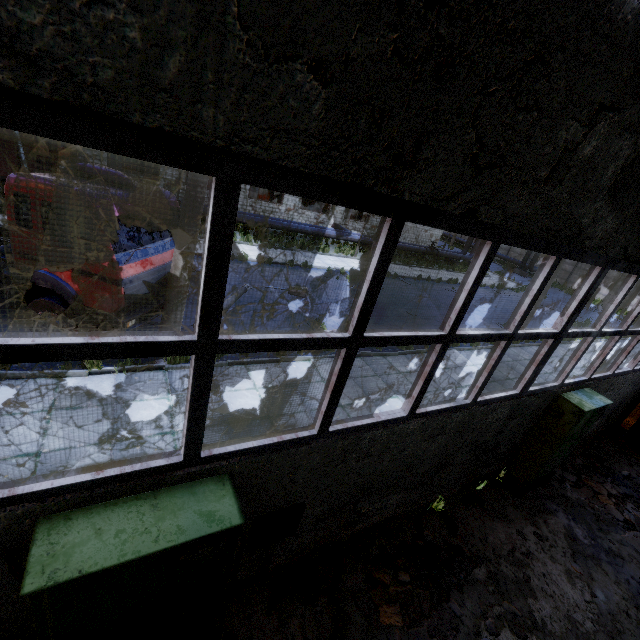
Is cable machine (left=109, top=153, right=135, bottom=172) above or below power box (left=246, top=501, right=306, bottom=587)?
above

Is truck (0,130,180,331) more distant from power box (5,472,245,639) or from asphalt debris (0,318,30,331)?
power box (5,472,245,639)

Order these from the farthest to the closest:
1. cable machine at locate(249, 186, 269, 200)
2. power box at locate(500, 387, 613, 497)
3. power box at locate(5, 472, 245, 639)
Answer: cable machine at locate(249, 186, 269, 200)
power box at locate(500, 387, 613, 497)
power box at locate(5, 472, 245, 639)

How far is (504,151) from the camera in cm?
255

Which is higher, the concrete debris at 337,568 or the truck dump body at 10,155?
the truck dump body at 10,155

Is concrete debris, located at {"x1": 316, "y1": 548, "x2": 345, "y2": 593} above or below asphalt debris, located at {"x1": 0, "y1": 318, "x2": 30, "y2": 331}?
above

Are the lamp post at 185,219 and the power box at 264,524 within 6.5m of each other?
yes

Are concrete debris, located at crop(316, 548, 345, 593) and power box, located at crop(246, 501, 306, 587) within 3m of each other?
yes
